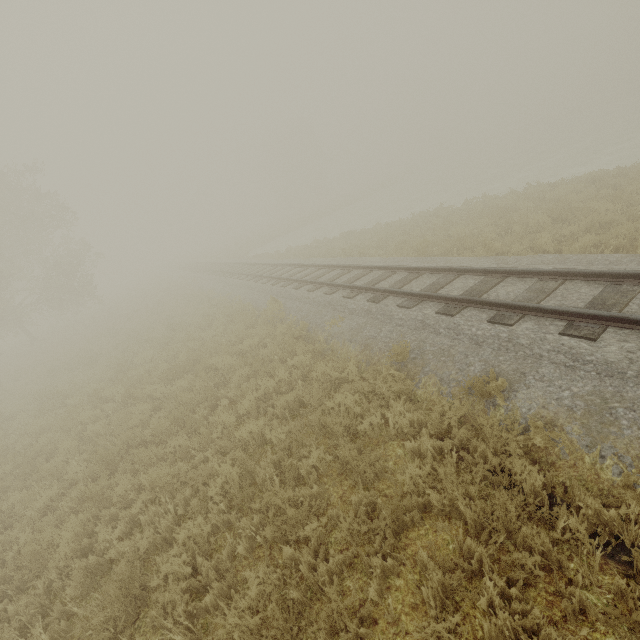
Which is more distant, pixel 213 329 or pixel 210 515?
pixel 213 329
